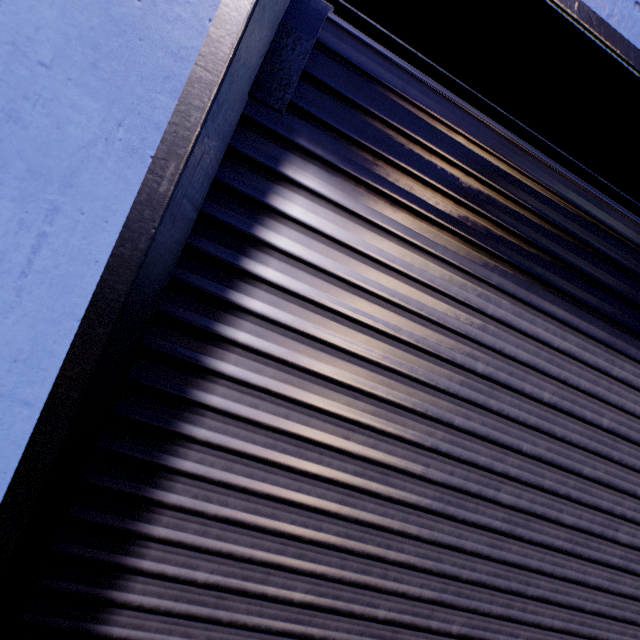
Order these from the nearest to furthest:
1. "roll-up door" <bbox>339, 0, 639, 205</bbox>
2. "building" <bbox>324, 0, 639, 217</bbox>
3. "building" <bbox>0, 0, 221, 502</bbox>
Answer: "building" <bbox>0, 0, 221, 502</bbox> → "roll-up door" <bbox>339, 0, 639, 205</bbox> → "building" <bbox>324, 0, 639, 217</bbox>

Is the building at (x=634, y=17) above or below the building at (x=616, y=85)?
above

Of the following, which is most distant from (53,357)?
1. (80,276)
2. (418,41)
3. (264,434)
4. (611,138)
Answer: (611,138)

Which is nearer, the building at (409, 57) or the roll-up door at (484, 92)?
the roll-up door at (484, 92)

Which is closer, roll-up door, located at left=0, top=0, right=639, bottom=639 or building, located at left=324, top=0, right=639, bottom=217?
roll-up door, located at left=0, top=0, right=639, bottom=639

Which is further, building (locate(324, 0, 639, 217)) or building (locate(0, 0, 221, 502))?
building (locate(324, 0, 639, 217))
